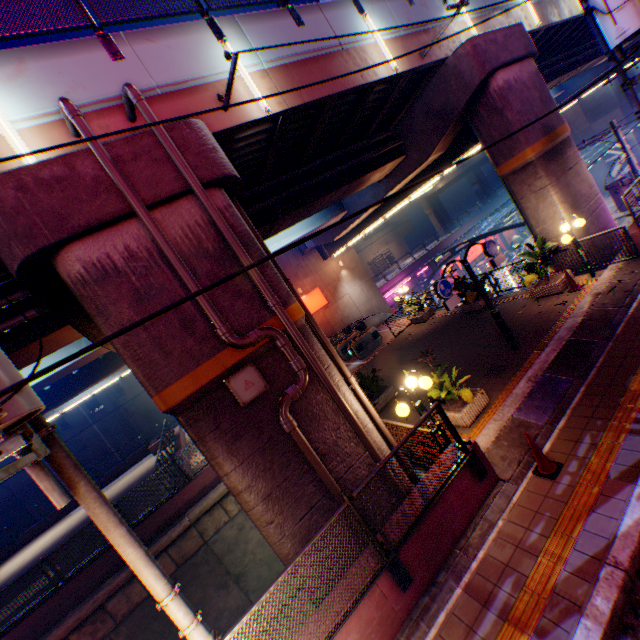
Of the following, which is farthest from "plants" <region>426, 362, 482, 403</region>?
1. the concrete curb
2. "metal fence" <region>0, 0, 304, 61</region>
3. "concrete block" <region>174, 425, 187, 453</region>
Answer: "metal fence" <region>0, 0, 304, 61</region>

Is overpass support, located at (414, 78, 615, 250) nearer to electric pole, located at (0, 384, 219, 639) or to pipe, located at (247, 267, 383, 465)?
pipe, located at (247, 267, 383, 465)

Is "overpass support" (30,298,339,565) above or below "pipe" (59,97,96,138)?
below

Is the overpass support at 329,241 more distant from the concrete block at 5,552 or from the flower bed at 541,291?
the flower bed at 541,291

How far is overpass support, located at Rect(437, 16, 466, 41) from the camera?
11.5m

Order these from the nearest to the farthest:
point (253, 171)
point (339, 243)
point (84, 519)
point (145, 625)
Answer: point (253, 171) < point (145, 625) < point (84, 519) < point (339, 243)

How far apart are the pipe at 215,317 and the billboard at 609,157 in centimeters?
5303cm

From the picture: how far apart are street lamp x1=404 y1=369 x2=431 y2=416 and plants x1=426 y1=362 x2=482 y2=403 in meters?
0.8
